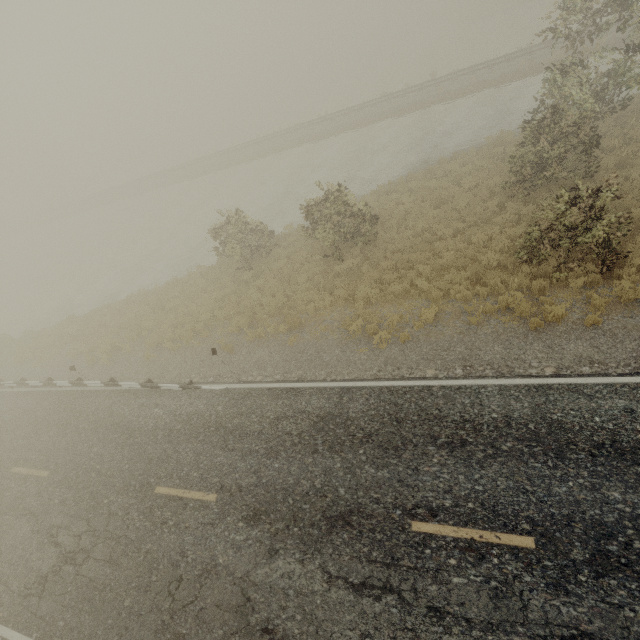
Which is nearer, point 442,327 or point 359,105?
point 442,327
